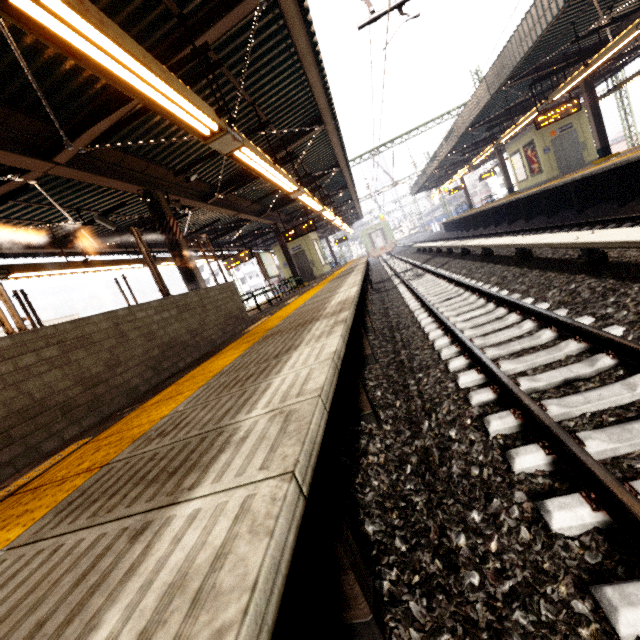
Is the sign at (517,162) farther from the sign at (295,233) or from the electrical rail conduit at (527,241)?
the sign at (295,233)

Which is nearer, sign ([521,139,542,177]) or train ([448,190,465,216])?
sign ([521,139,542,177])

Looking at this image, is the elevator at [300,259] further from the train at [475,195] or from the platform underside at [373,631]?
the train at [475,195]

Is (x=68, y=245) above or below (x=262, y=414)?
above

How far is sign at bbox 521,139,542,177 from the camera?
16.7m

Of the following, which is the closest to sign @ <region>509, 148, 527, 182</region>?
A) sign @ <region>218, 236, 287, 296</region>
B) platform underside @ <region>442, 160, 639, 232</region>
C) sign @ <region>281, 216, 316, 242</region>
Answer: platform underside @ <region>442, 160, 639, 232</region>

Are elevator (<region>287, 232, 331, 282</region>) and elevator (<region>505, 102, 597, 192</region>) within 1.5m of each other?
no

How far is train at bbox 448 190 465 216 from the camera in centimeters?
4517cm
